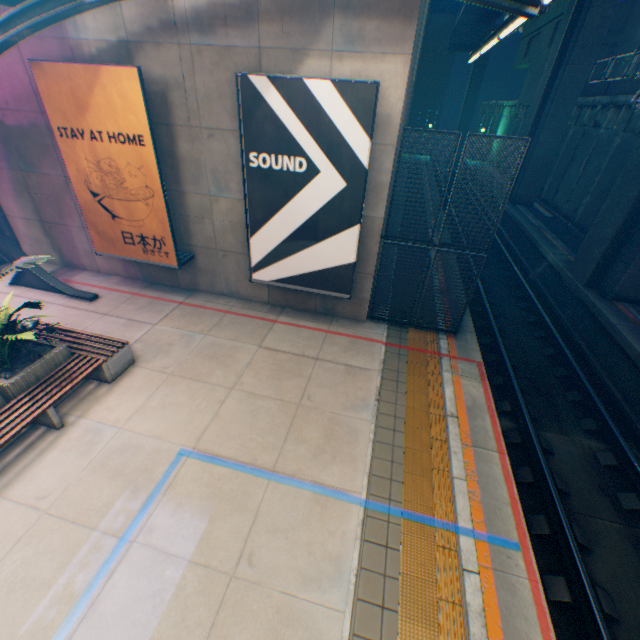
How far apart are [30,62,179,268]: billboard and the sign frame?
0.0 meters

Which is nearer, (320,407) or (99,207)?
(320,407)

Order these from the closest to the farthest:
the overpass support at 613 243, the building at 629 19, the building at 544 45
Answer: the overpass support at 613 243 → the building at 629 19 → the building at 544 45

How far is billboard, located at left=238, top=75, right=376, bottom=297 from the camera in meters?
5.9 m

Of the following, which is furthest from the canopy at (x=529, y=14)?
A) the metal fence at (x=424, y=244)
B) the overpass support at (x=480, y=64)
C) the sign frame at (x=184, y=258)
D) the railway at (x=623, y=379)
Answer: the overpass support at (x=480, y=64)

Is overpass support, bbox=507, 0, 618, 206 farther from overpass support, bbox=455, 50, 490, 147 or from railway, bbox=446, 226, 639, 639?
overpass support, bbox=455, 50, 490, 147

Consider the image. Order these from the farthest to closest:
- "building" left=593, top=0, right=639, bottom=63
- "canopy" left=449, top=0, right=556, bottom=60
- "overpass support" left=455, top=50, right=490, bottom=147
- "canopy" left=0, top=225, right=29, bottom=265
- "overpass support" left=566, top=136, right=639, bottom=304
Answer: "overpass support" left=455, top=50, right=490, bottom=147
"building" left=593, top=0, right=639, bottom=63
"overpass support" left=566, top=136, right=639, bottom=304
"canopy" left=0, top=225, right=29, bottom=265
"canopy" left=449, top=0, right=556, bottom=60

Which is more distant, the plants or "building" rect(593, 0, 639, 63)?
"building" rect(593, 0, 639, 63)
